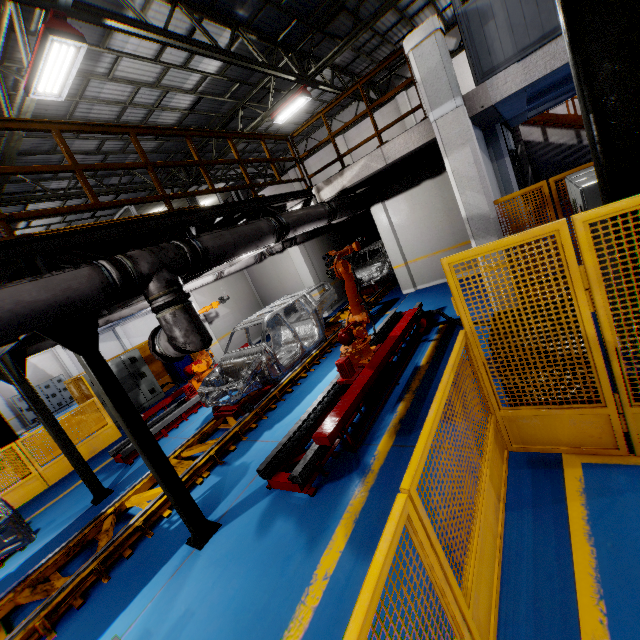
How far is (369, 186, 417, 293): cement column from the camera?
10.8m

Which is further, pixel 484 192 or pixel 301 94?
pixel 301 94

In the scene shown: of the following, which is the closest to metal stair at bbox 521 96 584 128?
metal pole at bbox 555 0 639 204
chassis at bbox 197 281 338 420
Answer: chassis at bbox 197 281 338 420

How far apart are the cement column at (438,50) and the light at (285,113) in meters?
6.2 m

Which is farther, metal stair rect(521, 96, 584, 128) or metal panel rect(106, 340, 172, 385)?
metal panel rect(106, 340, 172, 385)

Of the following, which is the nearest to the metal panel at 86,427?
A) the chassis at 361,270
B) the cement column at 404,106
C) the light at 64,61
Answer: the chassis at 361,270

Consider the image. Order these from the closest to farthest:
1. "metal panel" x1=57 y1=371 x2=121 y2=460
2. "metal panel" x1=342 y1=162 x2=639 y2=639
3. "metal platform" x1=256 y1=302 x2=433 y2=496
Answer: "metal panel" x1=342 y1=162 x2=639 y2=639 → "metal platform" x1=256 y1=302 x2=433 y2=496 → "metal panel" x1=57 y1=371 x2=121 y2=460

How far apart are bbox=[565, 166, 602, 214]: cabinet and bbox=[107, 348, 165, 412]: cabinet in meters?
13.4 m
